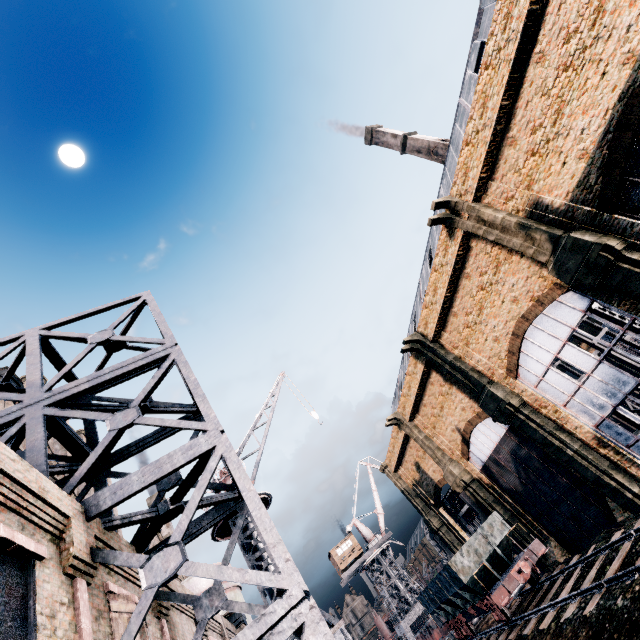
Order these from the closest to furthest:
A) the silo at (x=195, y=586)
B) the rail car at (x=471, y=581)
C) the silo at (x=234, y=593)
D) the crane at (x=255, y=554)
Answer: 1. the crane at (x=255, y=554)
2. the rail car at (x=471, y=581)
3. the silo at (x=195, y=586)
4. the silo at (x=234, y=593)

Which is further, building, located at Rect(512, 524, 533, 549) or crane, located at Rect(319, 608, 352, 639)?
building, located at Rect(512, 524, 533, 549)

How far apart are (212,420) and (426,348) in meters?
23.3

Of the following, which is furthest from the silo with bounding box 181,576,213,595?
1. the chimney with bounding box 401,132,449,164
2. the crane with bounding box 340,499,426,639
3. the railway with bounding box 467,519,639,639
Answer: the chimney with bounding box 401,132,449,164

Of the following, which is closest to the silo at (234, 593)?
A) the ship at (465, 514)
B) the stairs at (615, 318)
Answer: the stairs at (615, 318)

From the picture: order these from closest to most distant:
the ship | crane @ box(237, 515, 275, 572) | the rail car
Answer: crane @ box(237, 515, 275, 572)
the rail car
the ship

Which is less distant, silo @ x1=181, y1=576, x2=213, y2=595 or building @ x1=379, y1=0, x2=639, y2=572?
building @ x1=379, y1=0, x2=639, y2=572

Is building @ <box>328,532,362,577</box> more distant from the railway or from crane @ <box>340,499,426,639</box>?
the railway
